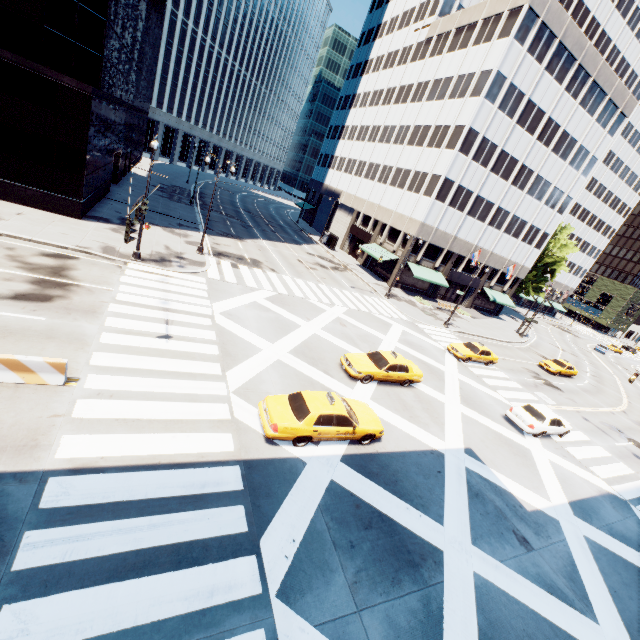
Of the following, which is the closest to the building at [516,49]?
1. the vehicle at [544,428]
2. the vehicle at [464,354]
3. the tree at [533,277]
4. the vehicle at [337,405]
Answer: the tree at [533,277]

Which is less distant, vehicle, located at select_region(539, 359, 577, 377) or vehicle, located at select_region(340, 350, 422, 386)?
vehicle, located at select_region(340, 350, 422, 386)

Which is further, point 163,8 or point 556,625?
point 163,8

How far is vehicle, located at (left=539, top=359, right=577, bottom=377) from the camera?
33.8 meters

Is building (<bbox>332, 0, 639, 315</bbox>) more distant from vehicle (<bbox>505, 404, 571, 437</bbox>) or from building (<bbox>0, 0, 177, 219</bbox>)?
building (<bbox>0, 0, 177, 219</bbox>)

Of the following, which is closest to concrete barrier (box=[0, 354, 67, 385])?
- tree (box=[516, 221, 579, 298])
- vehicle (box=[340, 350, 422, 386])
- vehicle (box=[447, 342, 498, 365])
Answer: vehicle (box=[340, 350, 422, 386])

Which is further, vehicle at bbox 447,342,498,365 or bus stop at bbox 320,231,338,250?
bus stop at bbox 320,231,338,250

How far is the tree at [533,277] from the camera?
54.6 meters
